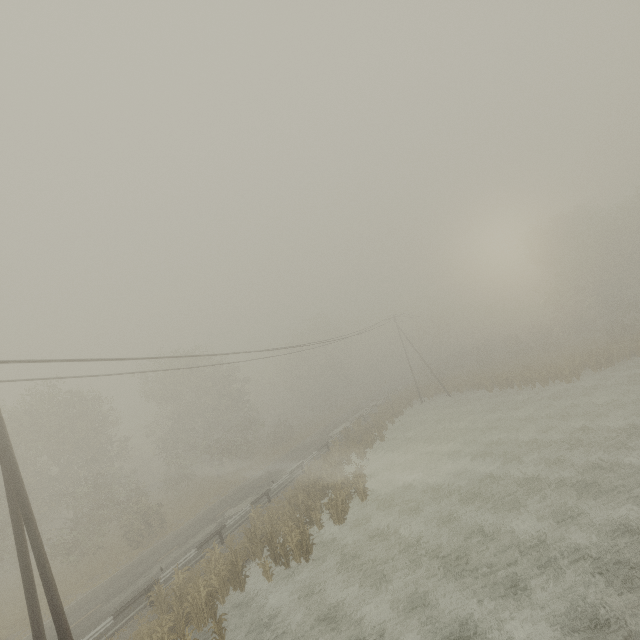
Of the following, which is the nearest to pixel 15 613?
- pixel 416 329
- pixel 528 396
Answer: pixel 528 396

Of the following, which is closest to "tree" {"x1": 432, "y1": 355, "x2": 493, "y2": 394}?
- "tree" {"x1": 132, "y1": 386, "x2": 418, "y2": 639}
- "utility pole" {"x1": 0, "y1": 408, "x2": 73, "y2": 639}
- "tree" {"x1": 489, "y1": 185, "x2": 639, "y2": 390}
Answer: "tree" {"x1": 489, "y1": 185, "x2": 639, "y2": 390}

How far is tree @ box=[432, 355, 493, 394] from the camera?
37.0 meters

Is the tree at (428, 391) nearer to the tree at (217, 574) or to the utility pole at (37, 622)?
the tree at (217, 574)

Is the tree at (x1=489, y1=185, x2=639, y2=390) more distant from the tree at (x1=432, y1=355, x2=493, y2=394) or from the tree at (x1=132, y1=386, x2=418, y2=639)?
the tree at (x1=132, y1=386, x2=418, y2=639)

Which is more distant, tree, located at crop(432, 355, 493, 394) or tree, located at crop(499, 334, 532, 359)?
tree, located at crop(499, 334, 532, 359)

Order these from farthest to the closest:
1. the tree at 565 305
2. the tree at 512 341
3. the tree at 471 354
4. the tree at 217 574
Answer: the tree at 471 354, the tree at 512 341, the tree at 565 305, the tree at 217 574

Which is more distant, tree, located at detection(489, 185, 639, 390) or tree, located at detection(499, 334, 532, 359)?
tree, located at detection(499, 334, 532, 359)
